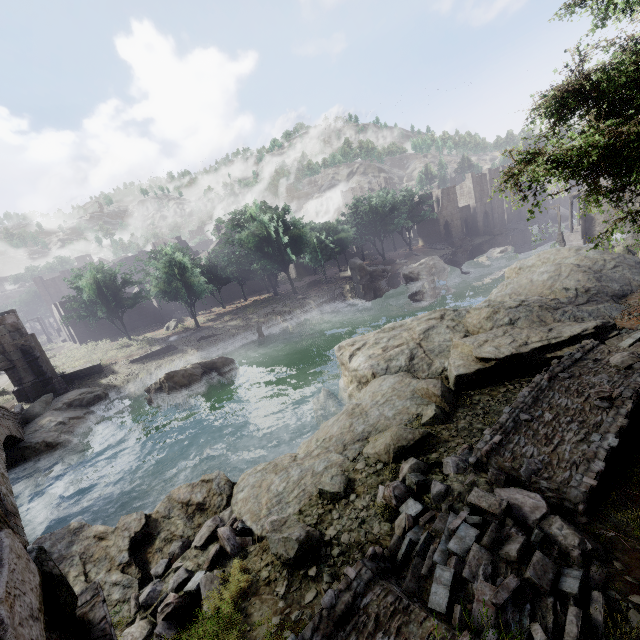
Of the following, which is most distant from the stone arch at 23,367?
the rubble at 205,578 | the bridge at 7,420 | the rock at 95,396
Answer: the bridge at 7,420

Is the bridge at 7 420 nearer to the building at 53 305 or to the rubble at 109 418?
the rubble at 109 418

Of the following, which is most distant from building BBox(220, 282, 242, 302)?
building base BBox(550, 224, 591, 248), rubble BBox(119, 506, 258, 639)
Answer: rubble BBox(119, 506, 258, 639)

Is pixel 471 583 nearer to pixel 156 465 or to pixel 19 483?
pixel 156 465

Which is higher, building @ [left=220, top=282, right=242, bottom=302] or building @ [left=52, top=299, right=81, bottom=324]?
building @ [left=52, top=299, right=81, bottom=324]

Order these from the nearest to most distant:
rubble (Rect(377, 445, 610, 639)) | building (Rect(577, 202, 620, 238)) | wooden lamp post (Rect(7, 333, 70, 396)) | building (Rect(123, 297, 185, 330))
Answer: rubble (Rect(377, 445, 610, 639))
wooden lamp post (Rect(7, 333, 70, 396))
building (Rect(577, 202, 620, 238))
building (Rect(123, 297, 185, 330))

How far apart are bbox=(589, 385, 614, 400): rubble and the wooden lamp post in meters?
29.7

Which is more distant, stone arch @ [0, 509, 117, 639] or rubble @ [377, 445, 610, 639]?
rubble @ [377, 445, 610, 639]
